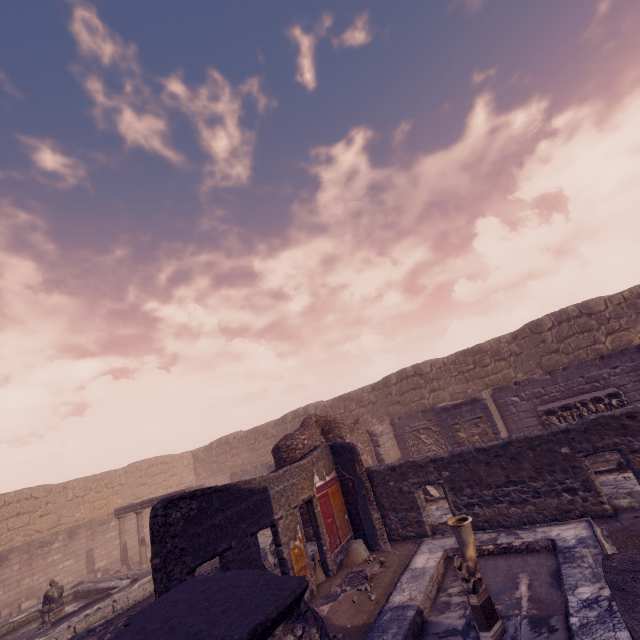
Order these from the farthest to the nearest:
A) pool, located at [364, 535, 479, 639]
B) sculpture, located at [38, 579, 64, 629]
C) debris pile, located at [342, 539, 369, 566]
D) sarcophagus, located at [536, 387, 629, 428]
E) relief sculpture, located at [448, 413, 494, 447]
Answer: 1. relief sculpture, located at [448, 413, 494, 447]
2. sculpture, located at [38, 579, 64, 629]
3. sarcophagus, located at [536, 387, 629, 428]
4. debris pile, located at [342, 539, 369, 566]
5. pool, located at [364, 535, 479, 639]

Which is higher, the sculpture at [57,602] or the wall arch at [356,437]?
the wall arch at [356,437]

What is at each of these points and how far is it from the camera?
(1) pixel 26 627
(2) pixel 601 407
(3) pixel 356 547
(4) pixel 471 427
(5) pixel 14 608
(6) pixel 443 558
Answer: (1) pool, 11.26m
(2) sarcophagus, 10.17m
(3) debris pile, 8.42m
(4) relief sculpture, 11.86m
(5) stone blocks, 13.72m
(6) pool, 6.69m

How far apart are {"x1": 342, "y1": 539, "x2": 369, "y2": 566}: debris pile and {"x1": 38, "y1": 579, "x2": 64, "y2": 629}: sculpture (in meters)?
10.26

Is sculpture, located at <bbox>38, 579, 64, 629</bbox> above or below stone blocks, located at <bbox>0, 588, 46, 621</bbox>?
above

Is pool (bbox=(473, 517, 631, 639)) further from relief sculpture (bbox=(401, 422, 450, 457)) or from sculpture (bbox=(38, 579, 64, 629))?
sculpture (bbox=(38, 579, 64, 629))

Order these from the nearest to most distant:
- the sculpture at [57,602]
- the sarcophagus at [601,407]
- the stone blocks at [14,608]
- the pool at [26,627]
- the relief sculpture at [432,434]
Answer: the pool at [26,627]
the sarcophagus at [601,407]
the sculpture at [57,602]
the stone blocks at [14,608]
the relief sculpture at [432,434]

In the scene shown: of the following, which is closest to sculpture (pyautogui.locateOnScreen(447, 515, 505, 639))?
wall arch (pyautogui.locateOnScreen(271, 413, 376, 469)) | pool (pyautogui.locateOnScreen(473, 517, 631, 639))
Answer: pool (pyautogui.locateOnScreen(473, 517, 631, 639))
